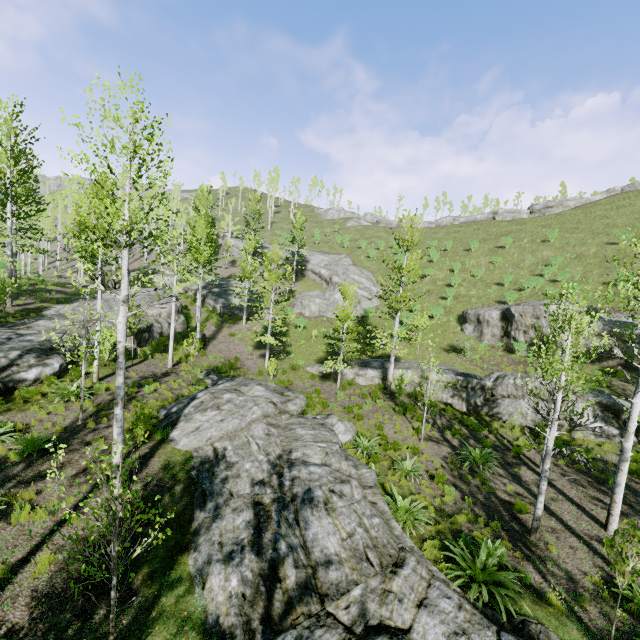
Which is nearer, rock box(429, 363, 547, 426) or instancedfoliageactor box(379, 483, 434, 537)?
instancedfoliageactor box(379, 483, 434, 537)

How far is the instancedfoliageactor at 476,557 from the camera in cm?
749

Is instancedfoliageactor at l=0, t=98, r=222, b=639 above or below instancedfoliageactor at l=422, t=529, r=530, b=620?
above

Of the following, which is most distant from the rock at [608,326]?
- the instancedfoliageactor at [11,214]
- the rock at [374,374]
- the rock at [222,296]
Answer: the rock at [222,296]

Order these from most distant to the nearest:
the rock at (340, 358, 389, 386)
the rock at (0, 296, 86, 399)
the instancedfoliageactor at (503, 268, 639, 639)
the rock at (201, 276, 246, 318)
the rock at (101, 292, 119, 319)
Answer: the rock at (201, 276, 246, 318), the rock at (340, 358, 389, 386), the rock at (101, 292, 119, 319), the rock at (0, 296, 86, 399), the instancedfoliageactor at (503, 268, 639, 639)

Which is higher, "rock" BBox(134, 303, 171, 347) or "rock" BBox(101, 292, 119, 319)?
"rock" BBox(101, 292, 119, 319)

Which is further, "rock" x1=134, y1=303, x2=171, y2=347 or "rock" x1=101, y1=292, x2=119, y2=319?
"rock" x1=101, y1=292, x2=119, y2=319

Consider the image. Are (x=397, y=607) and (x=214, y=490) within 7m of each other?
yes
